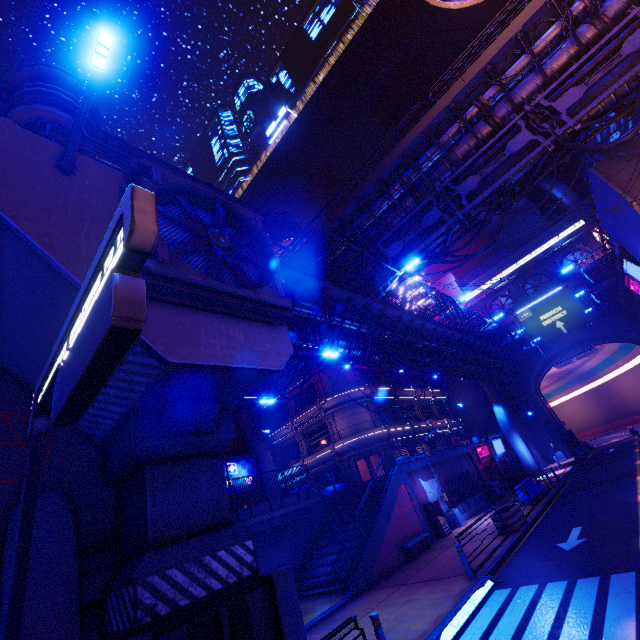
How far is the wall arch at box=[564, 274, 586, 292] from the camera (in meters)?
41.00

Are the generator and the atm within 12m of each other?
yes

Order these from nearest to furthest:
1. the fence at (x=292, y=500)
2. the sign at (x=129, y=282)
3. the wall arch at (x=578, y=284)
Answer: the sign at (x=129, y=282), the fence at (x=292, y=500), the wall arch at (x=578, y=284)

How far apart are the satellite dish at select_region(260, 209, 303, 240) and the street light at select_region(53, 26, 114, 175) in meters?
38.8

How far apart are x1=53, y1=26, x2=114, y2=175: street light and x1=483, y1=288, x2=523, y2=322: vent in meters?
53.0

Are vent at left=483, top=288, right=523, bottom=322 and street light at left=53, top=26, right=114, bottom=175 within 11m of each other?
no

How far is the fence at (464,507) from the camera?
23.91m

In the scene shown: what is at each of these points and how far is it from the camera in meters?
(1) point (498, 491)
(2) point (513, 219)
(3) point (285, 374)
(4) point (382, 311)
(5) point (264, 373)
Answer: (1) generator, 26.9
(2) building, 57.3
(3) pipe, 26.3
(4) walkway, 18.4
(5) walkway, 8.9
